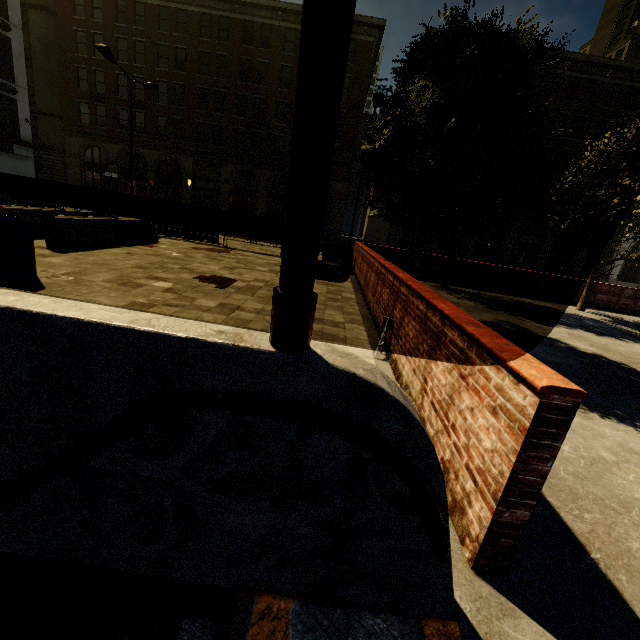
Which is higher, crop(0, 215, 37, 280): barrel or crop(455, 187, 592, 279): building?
crop(455, 187, 592, 279): building

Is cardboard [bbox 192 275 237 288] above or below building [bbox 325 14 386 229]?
below

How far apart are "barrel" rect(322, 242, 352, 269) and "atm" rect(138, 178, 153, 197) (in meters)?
27.89

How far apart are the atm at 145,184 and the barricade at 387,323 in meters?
36.4

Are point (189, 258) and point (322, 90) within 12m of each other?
yes

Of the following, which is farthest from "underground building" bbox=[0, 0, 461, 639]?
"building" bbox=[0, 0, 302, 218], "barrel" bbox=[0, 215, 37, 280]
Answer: "building" bbox=[0, 0, 302, 218]

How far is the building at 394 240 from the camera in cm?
3462

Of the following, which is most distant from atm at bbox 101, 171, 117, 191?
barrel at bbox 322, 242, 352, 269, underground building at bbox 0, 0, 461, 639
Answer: barrel at bbox 322, 242, 352, 269
